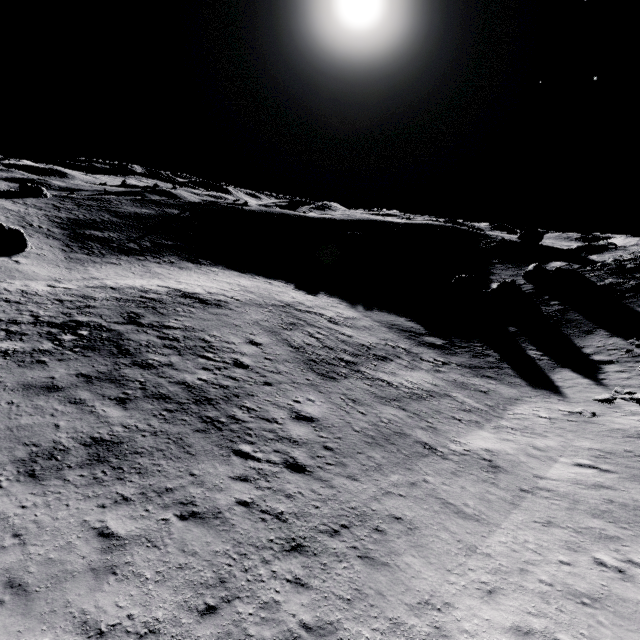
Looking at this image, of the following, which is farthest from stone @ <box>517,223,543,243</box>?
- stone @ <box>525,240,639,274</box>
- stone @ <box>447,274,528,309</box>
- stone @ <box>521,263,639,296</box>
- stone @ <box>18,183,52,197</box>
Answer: stone @ <box>18,183,52,197</box>

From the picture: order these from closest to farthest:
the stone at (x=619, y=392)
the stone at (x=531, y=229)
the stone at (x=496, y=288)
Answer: the stone at (x=619, y=392) → the stone at (x=496, y=288) → the stone at (x=531, y=229)

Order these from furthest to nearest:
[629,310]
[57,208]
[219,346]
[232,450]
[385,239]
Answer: [385,239]
[57,208]
[629,310]
[219,346]
[232,450]

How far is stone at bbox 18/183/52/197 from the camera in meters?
49.1 m

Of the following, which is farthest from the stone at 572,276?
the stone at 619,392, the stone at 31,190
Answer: the stone at 31,190

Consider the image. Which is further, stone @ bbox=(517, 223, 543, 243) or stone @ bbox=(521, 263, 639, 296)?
stone @ bbox=(517, 223, 543, 243)

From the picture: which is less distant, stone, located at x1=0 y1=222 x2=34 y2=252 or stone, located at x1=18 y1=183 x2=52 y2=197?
stone, located at x1=0 y1=222 x2=34 y2=252

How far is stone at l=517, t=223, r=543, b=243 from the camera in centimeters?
5153cm
